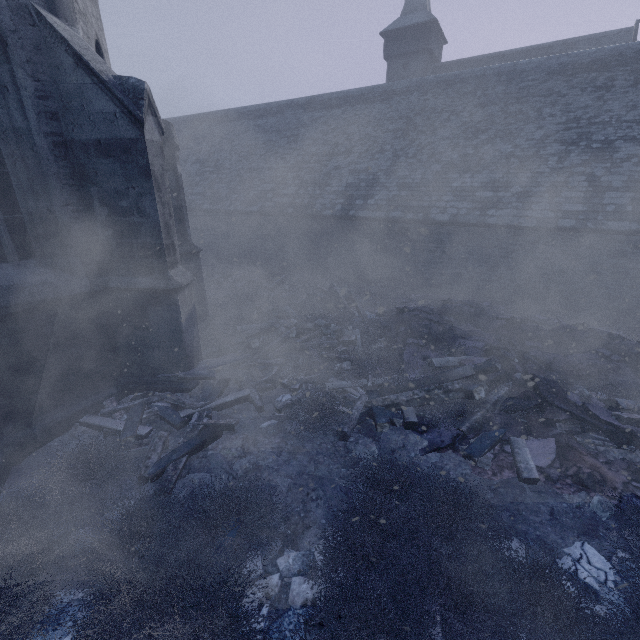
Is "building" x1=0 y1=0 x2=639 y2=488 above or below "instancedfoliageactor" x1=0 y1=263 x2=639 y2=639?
above

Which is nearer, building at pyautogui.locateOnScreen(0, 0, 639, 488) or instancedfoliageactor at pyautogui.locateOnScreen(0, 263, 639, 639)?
instancedfoliageactor at pyautogui.locateOnScreen(0, 263, 639, 639)

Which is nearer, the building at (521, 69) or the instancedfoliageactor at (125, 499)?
the instancedfoliageactor at (125, 499)

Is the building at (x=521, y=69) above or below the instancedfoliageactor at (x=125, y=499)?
above

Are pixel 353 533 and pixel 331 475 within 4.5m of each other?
yes
